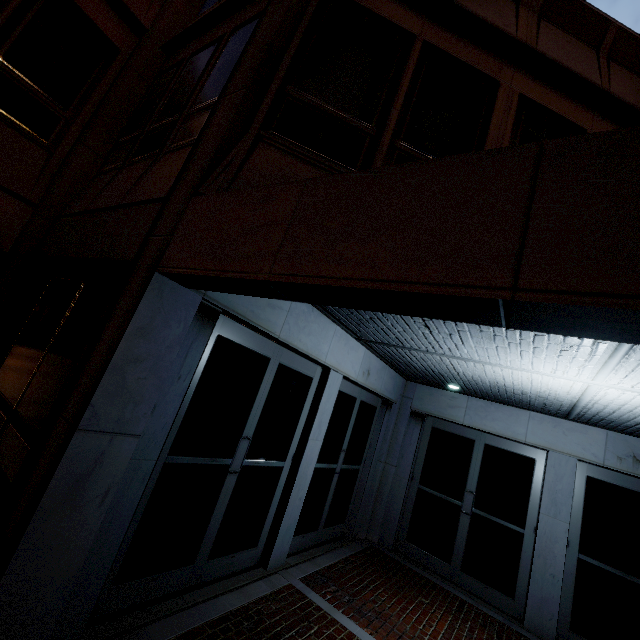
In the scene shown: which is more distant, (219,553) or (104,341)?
(219,553)
